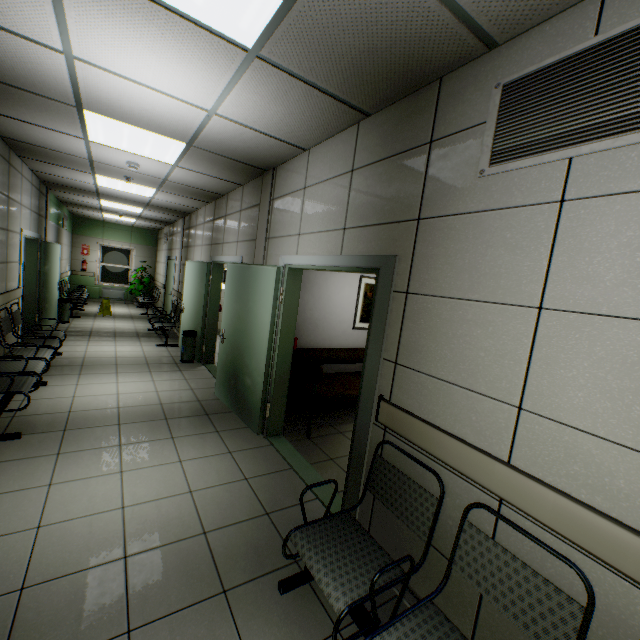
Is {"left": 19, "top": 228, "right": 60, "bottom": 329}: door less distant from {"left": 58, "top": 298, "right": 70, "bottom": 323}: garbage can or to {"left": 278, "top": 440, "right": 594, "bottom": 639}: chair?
{"left": 58, "top": 298, "right": 70, "bottom": 323}: garbage can

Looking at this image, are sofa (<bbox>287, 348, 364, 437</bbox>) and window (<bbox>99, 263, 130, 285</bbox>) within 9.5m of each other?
no

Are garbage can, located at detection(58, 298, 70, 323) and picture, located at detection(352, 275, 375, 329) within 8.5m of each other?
yes

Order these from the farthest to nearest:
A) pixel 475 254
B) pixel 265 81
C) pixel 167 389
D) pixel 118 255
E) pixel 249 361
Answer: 1. pixel 118 255
2. pixel 167 389
3. pixel 249 361
4. pixel 265 81
5. pixel 475 254

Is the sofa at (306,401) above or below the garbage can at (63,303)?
above

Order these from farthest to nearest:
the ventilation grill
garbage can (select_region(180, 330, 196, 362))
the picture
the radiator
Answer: the radiator < garbage can (select_region(180, 330, 196, 362)) < the picture < the ventilation grill

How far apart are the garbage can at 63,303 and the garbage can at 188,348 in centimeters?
443cm

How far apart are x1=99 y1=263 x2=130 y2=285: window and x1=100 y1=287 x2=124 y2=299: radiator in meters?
0.2 m
